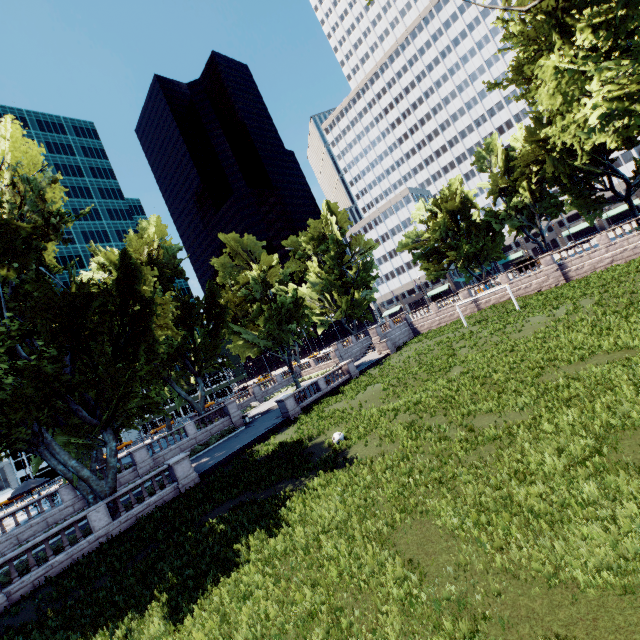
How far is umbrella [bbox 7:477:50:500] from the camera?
26.6m

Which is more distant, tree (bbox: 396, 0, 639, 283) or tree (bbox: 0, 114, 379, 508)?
tree (bbox: 0, 114, 379, 508)

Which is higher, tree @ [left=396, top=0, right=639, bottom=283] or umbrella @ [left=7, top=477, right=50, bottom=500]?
tree @ [left=396, top=0, right=639, bottom=283]

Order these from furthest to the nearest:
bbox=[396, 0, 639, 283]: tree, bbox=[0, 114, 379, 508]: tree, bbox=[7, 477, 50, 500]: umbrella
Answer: bbox=[7, 477, 50, 500]: umbrella
bbox=[0, 114, 379, 508]: tree
bbox=[396, 0, 639, 283]: tree

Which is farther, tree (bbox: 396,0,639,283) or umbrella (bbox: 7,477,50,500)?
umbrella (bbox: 7,477,50,500)

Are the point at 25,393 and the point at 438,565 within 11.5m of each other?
no

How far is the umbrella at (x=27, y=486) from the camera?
26.6m

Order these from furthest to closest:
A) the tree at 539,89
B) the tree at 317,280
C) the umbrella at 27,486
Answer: the umbrella at 27,486
the tree at 317,280
the tree at 539,89
